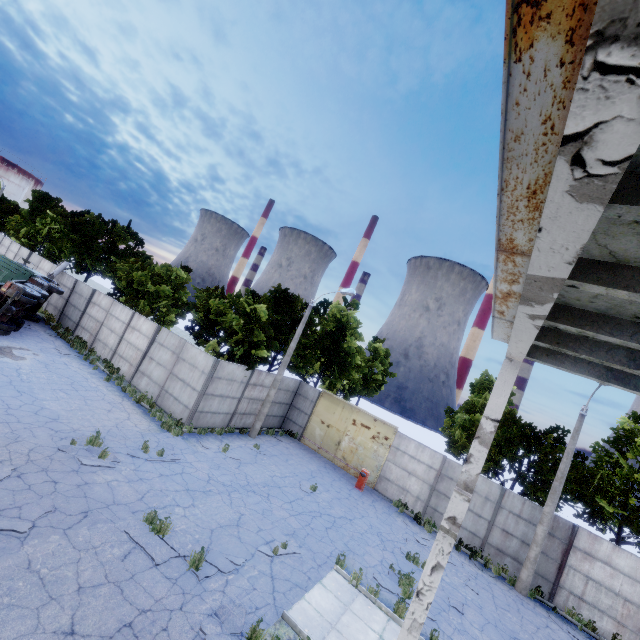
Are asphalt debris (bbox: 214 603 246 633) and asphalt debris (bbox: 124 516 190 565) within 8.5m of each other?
yes

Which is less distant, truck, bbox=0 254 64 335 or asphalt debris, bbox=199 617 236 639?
asphalt debris, bbox=199 617 236 639

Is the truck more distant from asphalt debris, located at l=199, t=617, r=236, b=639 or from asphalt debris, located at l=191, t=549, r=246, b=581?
asphalt debris, located at l=199, t=617, r=236, b=639

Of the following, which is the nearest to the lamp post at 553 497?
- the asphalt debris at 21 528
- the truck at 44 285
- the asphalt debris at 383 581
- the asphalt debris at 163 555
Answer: the asphalt debris at 383 581

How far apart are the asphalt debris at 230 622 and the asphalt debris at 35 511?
4.49m

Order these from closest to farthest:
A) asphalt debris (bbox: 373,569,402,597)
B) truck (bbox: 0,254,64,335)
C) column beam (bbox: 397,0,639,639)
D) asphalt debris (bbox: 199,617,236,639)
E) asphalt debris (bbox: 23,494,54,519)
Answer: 1. column beam (bbox: 397,0,639,639)
2. asphalt debris (bbox: 199,617,236,639)
3. asphalt debris (bbox: 23,494,54,519)
4. asphalt debris (bbox: 373,569,402,597)
5. truck (bbox: 0,254,64,335)

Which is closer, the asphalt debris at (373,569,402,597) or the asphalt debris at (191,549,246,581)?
the asphalt debris at (191,549,246,581)

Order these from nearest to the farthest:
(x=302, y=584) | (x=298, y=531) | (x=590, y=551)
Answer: (x=302, y=584) < (x=298, y=531) < (x=590, y=551)
